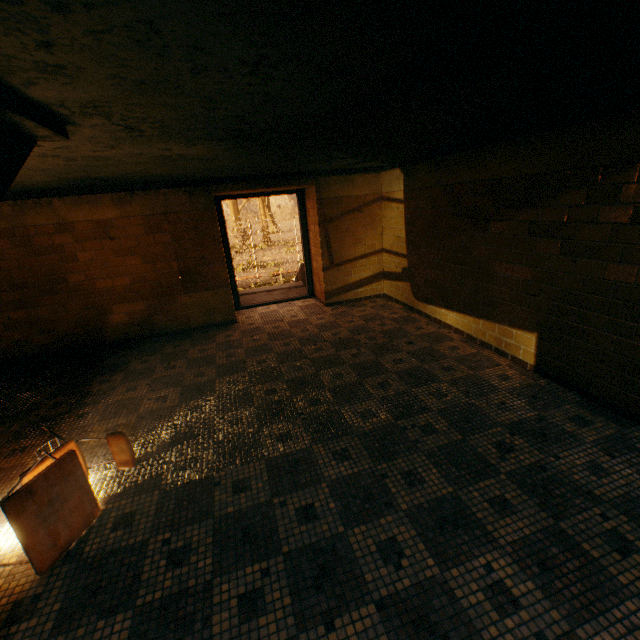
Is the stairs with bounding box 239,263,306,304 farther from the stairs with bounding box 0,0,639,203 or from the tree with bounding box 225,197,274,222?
the tree with bounding box 225,197,274,222

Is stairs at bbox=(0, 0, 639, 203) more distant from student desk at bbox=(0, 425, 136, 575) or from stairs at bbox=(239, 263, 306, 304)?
stairs at bbox=(239, 263, 306, 304)

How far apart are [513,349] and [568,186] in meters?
1.7 m

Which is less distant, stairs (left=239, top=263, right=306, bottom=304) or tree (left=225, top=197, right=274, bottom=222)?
stairs (left=239, top=263, right=306, bottom=304)

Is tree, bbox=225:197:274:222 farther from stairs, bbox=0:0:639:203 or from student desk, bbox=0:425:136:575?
student desk, bbox=0:425:136:575

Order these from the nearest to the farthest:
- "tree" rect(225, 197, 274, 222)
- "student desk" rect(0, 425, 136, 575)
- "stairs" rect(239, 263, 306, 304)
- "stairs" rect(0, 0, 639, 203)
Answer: "stairs" rect(0, 0, 639, 203)
"student desk" rect(0, 425, 136, 575)
"stairs" rect(239, 263, 306, 304)
"tree" rect(225, 197, 274, 222)

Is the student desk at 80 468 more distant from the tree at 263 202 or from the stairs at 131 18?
the tree at 263 202

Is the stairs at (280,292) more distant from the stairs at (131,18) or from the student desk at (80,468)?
the student desk at (80,468)
